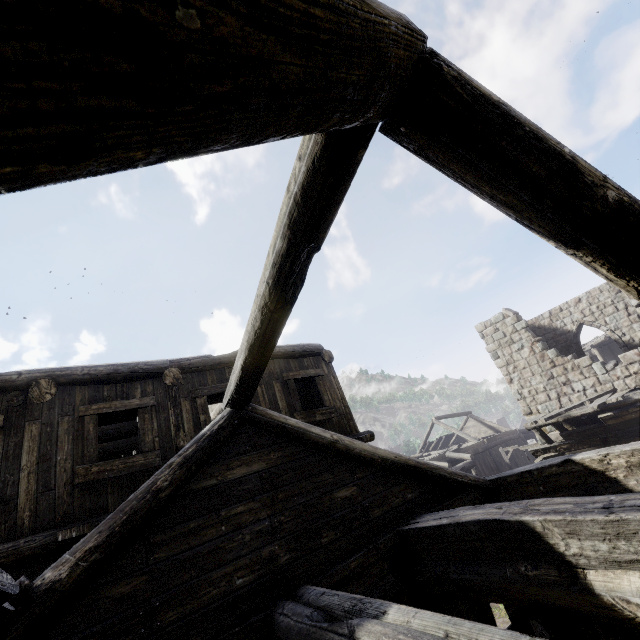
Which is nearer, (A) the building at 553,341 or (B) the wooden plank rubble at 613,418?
(A) the building at 553,341

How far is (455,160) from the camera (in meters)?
1.86

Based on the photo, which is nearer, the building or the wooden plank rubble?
the building
